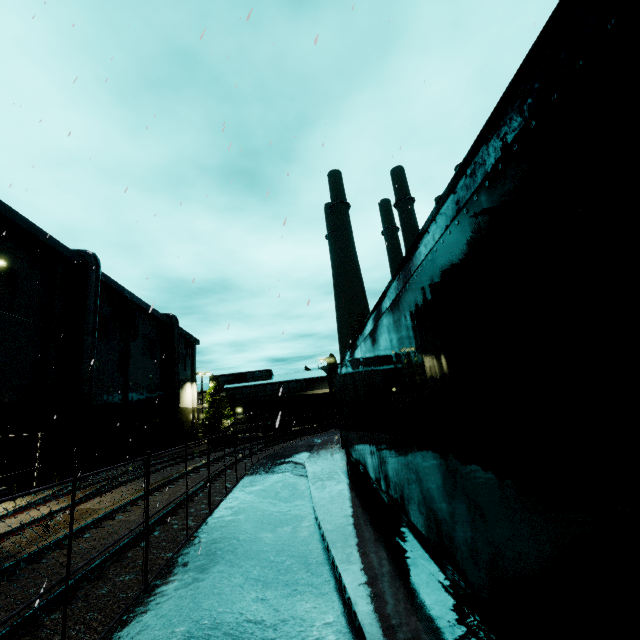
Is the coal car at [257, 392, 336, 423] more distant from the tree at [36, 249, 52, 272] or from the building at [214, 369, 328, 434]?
the building at [214, 369, 328, 434]

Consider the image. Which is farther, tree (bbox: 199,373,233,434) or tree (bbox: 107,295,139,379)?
tree (bbox: 199,373,233,434)

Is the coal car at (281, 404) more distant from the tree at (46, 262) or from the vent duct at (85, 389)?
the vent duct at (85, 389)

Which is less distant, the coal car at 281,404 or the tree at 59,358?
the tree at 59,358

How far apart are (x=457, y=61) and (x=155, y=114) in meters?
12.2 m

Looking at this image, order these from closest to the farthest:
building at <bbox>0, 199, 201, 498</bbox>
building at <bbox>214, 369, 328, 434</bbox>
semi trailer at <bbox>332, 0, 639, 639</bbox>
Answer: semi trailer at <bbox>332, 0, 639, 639</bbox> → building at <bbox>0, 199, 201, 498</bbox> → building at <bbox>214, 369, 328, 434</bbox>

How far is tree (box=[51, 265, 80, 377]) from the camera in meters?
21.2
